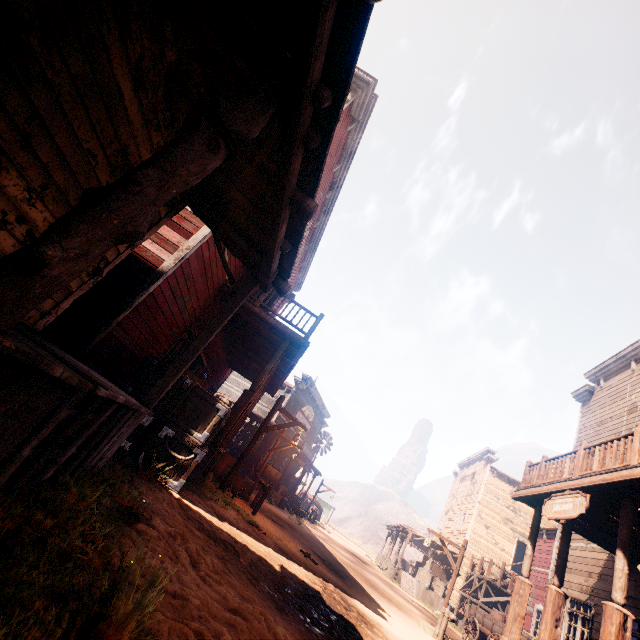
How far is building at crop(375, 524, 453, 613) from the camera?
22.6 meters

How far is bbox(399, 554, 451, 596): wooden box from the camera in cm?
2338

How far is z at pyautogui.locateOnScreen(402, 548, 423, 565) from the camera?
57.6m

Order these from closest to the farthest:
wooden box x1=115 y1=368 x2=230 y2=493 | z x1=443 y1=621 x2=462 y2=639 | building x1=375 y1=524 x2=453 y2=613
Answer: wooden box x1=115 y1=368 x2=230 y2=493, z x1=443 y1=621 x2=462 y2=639, building x1=375 y1=524 x2=453 y2=613

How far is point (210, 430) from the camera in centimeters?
651cm

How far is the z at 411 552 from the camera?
57.6m

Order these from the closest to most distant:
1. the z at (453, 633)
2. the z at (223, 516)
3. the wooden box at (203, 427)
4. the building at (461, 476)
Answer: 1. the z at (223, 516)
2. the wooden box at (203, 427)
3. the building at (461, 476)
4. the z at (453, 633)

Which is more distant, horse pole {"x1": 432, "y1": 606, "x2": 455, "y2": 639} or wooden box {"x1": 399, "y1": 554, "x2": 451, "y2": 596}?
wooden box {"x1": 399, "y1": 554, "x2": 451, "y2": 596}
